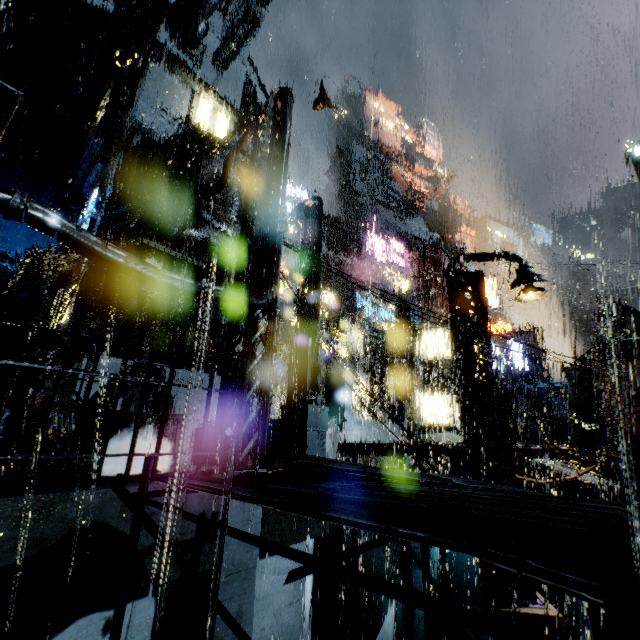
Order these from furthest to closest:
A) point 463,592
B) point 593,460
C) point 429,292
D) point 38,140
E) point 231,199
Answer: point 429,292, point 38,140, point 463,592, point 231,199, point 593,460

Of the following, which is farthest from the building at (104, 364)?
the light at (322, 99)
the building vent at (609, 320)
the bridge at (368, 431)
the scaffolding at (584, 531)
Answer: the building vent at (609, 320)

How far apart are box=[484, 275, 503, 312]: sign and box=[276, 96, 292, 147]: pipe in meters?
24.9

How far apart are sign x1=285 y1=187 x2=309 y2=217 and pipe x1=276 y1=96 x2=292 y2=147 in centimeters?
2282cm

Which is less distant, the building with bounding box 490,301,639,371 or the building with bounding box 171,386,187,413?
the building with bounding box 171,386,187,413

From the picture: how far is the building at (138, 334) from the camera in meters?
13.9 m

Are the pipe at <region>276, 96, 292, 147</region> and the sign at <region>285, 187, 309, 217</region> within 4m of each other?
no
